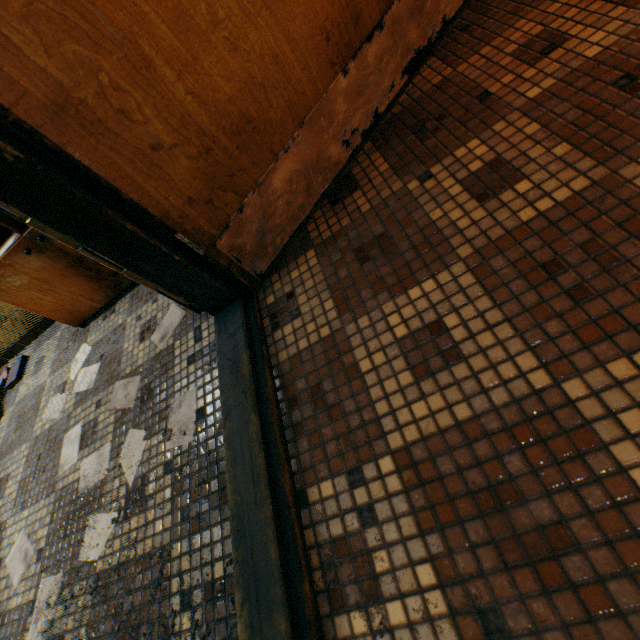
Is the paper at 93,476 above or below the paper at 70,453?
below

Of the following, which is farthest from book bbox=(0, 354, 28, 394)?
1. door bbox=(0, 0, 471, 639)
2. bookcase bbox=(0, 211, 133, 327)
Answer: door bbox=(0, 0, 471, 639)

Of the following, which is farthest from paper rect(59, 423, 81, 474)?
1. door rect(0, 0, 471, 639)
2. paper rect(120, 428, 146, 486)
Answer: door rect(0, 0, 471, 639)

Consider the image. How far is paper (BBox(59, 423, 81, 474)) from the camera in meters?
1.5 m

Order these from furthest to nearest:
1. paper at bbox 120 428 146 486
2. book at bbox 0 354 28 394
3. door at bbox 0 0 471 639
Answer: book at bbox 0 354 28 394
paper at bbox 120 428 146 486
door at bbox 0 0 471 639

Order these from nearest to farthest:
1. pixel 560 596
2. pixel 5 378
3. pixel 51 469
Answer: pixel 560 596 < pixel 51 469 < pixel 5 378

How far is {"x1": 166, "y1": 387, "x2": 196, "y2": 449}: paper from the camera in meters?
1.2

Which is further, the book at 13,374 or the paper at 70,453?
the book at 13,374
